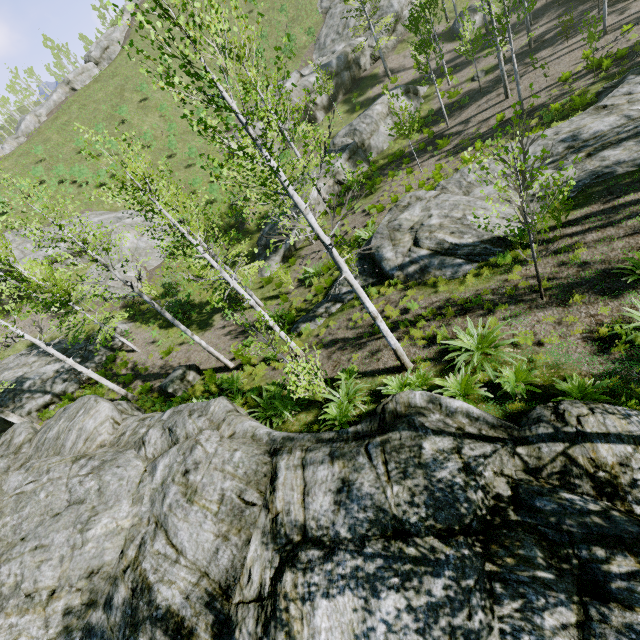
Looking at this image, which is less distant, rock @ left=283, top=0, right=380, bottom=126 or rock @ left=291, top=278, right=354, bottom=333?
rock @ left=291, top=278, right=354, bottom=333

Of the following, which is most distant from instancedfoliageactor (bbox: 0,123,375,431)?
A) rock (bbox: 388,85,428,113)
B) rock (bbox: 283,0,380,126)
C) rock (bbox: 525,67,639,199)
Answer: rock (bbox: 283,0,380,126)

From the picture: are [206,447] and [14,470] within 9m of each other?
yes

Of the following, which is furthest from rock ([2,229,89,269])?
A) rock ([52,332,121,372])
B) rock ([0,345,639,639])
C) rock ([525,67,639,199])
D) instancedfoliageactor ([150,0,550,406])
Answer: rock ([525,67,639,199])

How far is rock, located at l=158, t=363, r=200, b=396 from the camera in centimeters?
1386cm

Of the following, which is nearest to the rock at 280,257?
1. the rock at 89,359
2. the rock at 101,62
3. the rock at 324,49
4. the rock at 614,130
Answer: the rock at 324,49

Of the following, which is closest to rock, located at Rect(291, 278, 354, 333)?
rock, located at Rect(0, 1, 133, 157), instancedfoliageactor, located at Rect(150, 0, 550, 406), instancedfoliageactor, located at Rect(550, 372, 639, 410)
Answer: instancedfoliageactor, located at Rect(150, 0, 550, 406)

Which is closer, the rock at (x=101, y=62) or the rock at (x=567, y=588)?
the rock at (x=567, y=588)
